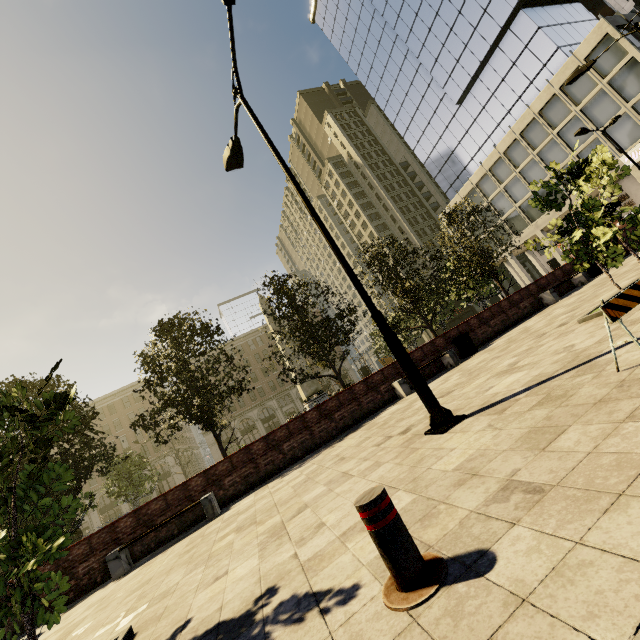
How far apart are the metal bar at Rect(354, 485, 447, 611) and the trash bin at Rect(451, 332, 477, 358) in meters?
11.2 m

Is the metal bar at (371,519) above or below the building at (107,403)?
below

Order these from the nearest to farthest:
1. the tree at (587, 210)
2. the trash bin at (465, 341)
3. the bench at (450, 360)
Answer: the tree at (587, 210), the bench at (450, 360), the trash bin at (465, 341)

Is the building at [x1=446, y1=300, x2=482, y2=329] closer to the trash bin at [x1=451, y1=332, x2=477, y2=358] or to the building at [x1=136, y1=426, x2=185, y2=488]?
the building at [x1=136, y1=426, x2=185, y2=488]

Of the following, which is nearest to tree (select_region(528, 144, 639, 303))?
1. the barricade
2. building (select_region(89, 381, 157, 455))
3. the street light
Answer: the barricade

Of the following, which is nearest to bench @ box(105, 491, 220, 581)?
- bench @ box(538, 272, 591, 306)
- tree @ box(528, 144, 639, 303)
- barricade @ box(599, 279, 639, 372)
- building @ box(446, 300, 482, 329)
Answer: tree @ box(528, 144, 639, 303)

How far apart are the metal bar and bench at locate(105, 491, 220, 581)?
8.1m

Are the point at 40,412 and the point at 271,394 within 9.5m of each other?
no
